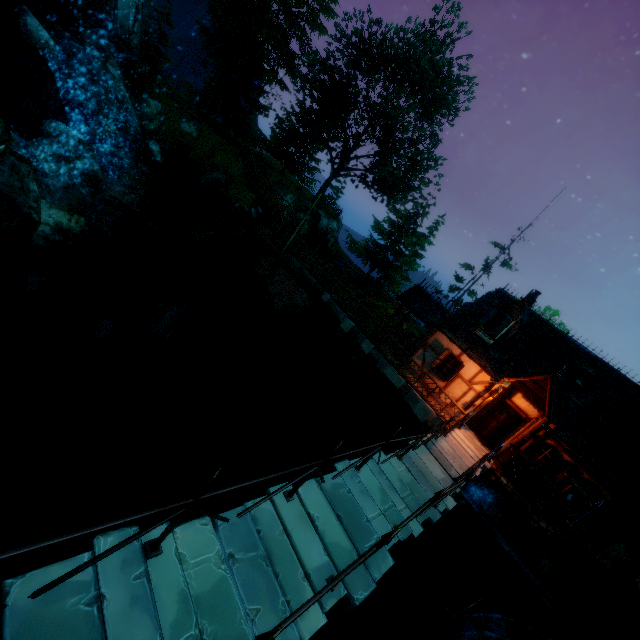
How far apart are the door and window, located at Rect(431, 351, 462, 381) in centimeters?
232cm

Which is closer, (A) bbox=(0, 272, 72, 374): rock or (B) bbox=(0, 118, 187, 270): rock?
(B) bbox=(0, 118, 187, 270): rock

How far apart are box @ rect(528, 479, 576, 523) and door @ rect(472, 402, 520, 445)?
2.2 meters

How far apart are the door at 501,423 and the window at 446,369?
2.32m

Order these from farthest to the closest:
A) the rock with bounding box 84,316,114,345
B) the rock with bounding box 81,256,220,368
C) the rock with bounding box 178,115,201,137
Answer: the rock with bounding box 178,115,201,137, the rock with bounding box 81,256,220,368, the rock with bounding box 84,316,114,345

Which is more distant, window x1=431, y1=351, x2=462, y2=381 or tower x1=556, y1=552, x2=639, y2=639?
window x1=431, y1=351, x2=462, y2=381

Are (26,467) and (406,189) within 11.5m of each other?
no

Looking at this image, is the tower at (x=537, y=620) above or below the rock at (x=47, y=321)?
above
